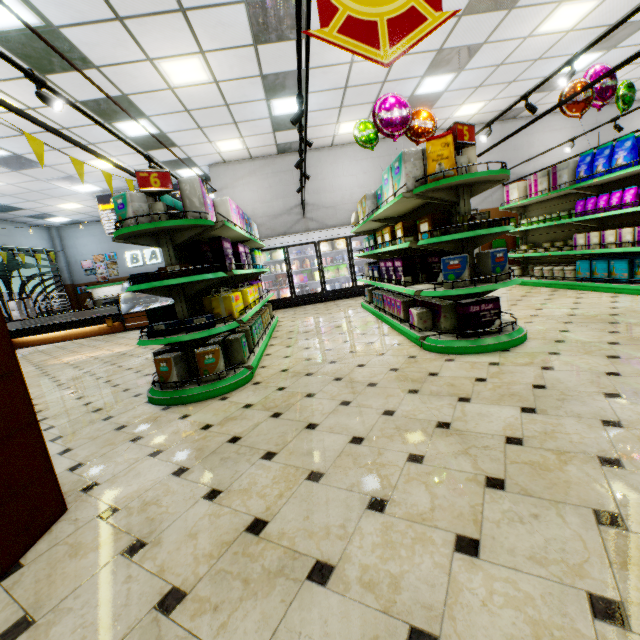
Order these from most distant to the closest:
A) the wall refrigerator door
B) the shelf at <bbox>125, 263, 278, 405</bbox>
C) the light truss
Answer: the wall refrigerator door < the shelf at <bbox>125, 263, 278, 405</bbox> < the light truss

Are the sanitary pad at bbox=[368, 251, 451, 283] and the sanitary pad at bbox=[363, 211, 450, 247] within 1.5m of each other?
yes

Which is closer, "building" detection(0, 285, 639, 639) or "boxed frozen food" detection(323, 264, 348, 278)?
"building" detection(0, 285, 639, 639)

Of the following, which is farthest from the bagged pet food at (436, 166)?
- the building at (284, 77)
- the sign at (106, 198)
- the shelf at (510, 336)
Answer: the sign at (106, 198)

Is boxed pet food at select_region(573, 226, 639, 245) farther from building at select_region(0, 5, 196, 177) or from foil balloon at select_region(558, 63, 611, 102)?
foil balloon at select_region(558, 63, 611, 102)

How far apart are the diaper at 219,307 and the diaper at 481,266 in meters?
2.9 m

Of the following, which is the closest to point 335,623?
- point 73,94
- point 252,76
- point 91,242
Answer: point 252,76

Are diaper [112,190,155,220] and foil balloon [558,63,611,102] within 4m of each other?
no
